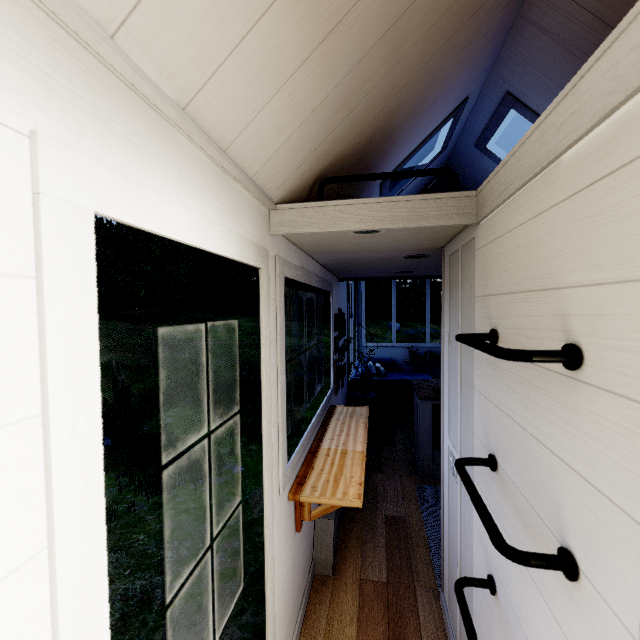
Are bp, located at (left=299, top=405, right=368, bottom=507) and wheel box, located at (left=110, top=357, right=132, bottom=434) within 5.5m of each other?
no

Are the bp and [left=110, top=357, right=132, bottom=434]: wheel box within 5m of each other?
no

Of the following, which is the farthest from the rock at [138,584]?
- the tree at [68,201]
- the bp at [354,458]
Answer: the bp at [354,458]

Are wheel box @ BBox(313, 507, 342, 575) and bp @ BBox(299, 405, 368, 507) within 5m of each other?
yes

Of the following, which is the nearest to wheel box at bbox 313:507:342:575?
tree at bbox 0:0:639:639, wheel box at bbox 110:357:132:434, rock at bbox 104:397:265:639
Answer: tree at bbox 0:0:639:639

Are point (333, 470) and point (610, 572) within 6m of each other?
yes

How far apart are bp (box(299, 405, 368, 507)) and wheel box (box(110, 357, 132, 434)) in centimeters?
730cm

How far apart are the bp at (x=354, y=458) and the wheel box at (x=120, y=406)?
7.30m
